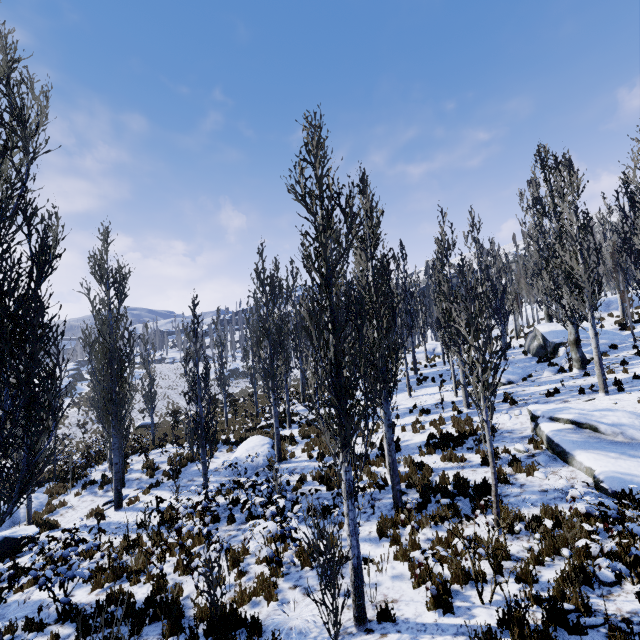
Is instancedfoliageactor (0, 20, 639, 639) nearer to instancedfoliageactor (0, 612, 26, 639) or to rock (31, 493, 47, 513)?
instancedfoliageactor (0, 612, 26, 639)

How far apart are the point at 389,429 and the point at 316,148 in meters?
7.4 m

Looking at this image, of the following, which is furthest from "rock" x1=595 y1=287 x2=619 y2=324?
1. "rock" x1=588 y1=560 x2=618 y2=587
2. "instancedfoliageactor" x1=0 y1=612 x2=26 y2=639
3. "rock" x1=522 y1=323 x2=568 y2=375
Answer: "instancedfoliageactor" x1=0 y1=612 x2=26 y2=639

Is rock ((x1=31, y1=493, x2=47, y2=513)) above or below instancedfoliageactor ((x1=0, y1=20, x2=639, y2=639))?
below

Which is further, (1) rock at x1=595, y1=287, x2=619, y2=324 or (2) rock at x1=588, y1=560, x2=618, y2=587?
(1) rock at x1=595, y1=287, x2=619, y2=324

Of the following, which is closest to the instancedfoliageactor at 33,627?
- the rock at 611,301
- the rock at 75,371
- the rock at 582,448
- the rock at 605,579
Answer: the rock at 605,579

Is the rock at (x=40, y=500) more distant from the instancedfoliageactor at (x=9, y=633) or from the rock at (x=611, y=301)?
the rock at (x=611, y=301)

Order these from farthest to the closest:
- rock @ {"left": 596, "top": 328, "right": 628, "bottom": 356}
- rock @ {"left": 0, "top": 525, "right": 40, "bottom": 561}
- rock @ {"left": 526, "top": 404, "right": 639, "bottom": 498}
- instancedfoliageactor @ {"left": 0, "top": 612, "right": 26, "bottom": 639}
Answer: rock @ {"left": 596, "top": 328, "right": 628, "bottom": 356} → rock @ {"left": 0, "top": 525, "right": 40, "bottom": 561} → rock @ {"left": 526, "top": 404, "right": 639, "bottom": 498} → instancedfoliageactor @ {"left": 0, "top": 612, "right": 26, "bottom": 639}
